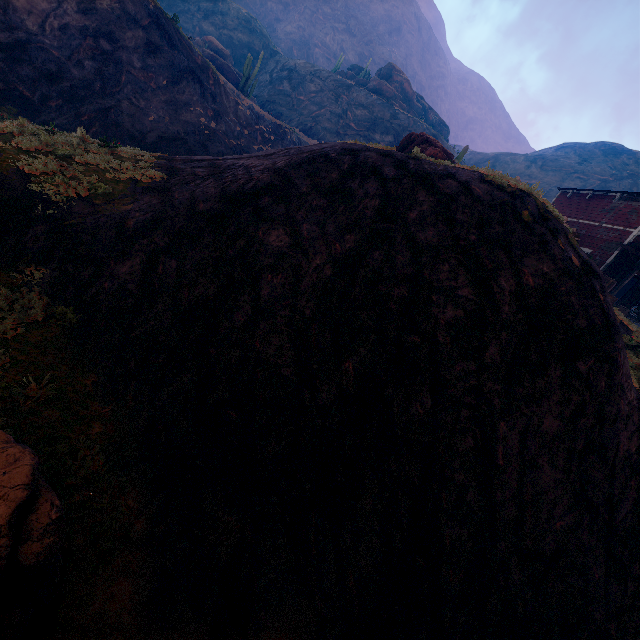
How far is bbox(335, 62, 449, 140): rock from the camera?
48.58m

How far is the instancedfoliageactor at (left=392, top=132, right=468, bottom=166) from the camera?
11.9m

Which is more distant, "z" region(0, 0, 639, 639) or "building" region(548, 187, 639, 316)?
"building" region(548, 187, 639, 316)

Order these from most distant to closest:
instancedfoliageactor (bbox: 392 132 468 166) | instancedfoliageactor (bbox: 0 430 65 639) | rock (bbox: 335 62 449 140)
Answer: rock (bbox: 335 62 449 140), instancedfoliageactor (bbox: 392 132 468 166), instancedfoliageactor (bbox: 0 430 65 639)

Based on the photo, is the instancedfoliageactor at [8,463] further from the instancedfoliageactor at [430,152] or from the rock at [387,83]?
the rock at [387,83]

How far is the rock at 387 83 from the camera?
48.6 meters

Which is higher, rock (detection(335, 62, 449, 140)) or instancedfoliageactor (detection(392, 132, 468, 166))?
rock (detection(335, 62, 449, 140))

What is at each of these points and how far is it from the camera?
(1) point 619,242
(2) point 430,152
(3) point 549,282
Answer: (1) building, 18.9m
(2) instancedfoliageactor, 15.1m
(3) z, 7.2m
